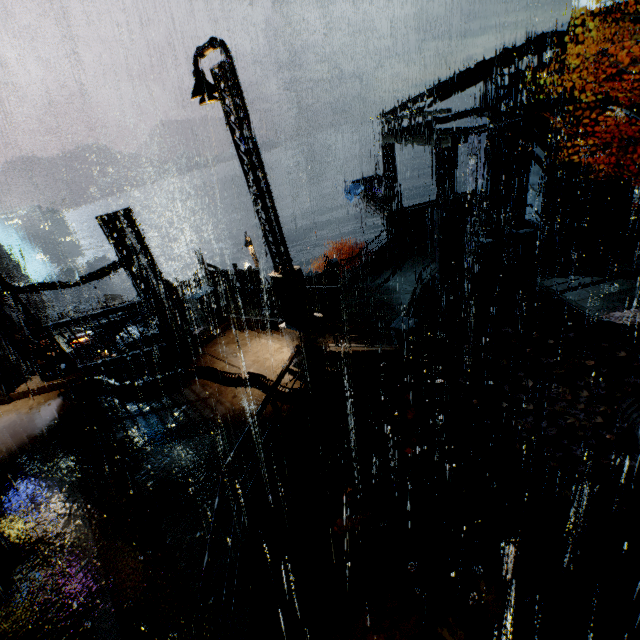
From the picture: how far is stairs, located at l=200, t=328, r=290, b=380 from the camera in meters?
9.8

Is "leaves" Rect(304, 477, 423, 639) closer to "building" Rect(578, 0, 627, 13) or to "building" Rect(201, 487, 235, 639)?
"building" Rect(201, 487, 235, 639)

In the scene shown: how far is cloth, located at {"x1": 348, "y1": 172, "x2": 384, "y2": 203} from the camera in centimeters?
2978cm

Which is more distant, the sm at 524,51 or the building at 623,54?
the building at 623,54

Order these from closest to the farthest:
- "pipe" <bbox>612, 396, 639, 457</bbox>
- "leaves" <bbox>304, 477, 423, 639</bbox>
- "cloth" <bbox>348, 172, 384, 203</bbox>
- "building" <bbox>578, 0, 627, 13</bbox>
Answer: "leaves" <bbox>304, 477, 423, 639</bbox> < "pipe" <bbox>612, 396, 639, 457</bbox> < "cloth" <bbox>348, 172, 384, 203</bbox> < "building" <bbox>578, 0, 627, 13</bbox>

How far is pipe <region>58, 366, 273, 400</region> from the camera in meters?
9.2 m

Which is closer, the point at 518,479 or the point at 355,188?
the point at 518,479

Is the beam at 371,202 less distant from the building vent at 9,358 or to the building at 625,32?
the building at 625,32
